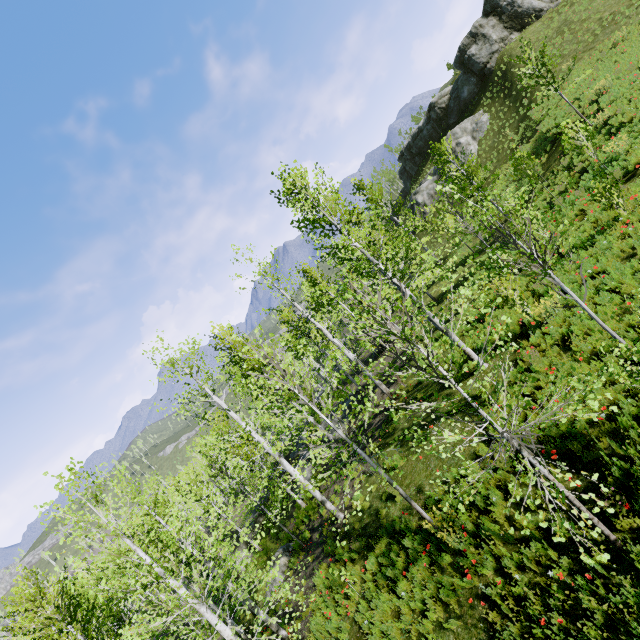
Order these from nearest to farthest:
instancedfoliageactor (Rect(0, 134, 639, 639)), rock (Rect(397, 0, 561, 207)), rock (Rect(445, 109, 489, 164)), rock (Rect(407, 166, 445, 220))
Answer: instancedfoliageactor (Rect(0, 134, 639, 639)) < rock (Rect(397, 0, 561, 207)) < rock (Rect(445, 109, 489, 164)) < rock (Rect(407, 166, 445, 220))

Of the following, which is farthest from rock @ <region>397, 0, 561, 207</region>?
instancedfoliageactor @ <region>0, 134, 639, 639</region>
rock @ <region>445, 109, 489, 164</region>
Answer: instancedfoliageactor @ <region>0, 134, 639, 639</region>

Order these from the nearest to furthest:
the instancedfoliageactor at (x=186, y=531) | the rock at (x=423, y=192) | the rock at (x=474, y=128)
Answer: the instancedfoliageactor at (x=186, y=531) < the rock at (x=474, y=128) < the rock at (x=423, y=192)

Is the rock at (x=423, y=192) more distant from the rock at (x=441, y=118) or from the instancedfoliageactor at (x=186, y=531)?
the instancedfoliageactor at (x=186, y=531)

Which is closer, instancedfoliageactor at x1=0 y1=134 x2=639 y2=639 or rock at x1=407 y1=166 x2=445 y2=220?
instancedfoliageactor at x1=0 y1=134 x2=639 y2=639

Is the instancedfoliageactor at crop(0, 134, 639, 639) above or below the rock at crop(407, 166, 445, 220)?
below

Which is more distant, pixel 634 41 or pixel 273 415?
pixel 634 41
